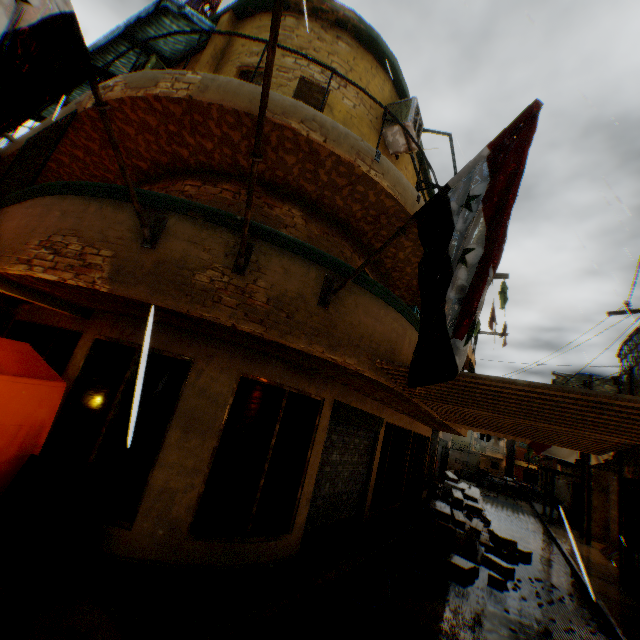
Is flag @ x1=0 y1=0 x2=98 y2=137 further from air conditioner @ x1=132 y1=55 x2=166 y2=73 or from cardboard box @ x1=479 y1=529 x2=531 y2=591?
cardboard box @ x1=479 y1=529 x2=531 y2=591

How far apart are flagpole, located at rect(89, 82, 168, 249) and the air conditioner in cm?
461

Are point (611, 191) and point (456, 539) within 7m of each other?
no

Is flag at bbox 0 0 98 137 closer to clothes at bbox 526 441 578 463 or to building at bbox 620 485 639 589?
building at bbox 620 485 639 589

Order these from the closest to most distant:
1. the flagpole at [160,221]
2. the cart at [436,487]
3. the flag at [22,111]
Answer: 1. the flag at [22,111]
2. the flagpole at [160,221]
3. the cart at [436,487]

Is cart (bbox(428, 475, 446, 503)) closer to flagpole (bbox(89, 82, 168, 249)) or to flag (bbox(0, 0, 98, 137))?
flag (bbox(0, 0, 98, 137))

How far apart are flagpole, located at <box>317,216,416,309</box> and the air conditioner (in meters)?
6.68

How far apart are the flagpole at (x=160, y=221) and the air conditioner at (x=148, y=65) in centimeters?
461cm
